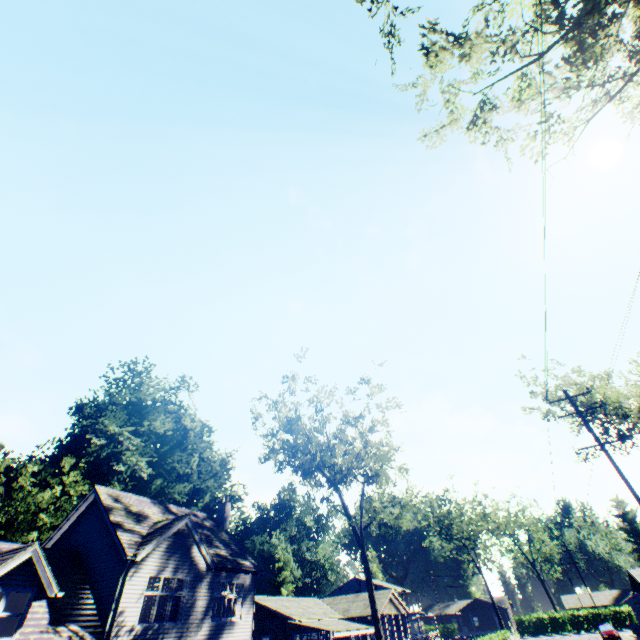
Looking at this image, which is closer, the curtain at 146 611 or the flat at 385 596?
the curtain at 146 611

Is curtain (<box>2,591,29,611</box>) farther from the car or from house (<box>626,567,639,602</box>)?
the car

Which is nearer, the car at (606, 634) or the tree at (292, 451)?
the tree at (292, 451)

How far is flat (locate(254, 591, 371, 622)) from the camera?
31.4m

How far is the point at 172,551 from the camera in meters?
18.4 m

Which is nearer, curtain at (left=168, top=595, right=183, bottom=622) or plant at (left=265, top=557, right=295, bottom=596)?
curtain at (left=168, top=595, right=183, bottom=622)

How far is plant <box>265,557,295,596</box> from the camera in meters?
56.6

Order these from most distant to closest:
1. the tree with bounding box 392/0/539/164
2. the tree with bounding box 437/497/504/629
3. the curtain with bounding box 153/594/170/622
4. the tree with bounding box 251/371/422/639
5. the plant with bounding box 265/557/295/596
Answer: the plant with bounding box 265/557/295/596 < the tree with bounding box 437/497/504/629 < the tree with bounding box 251/371/422/639 < the curtain with bounding box 153/594/170/622 < the tree with bounding box 392/0/539/164
